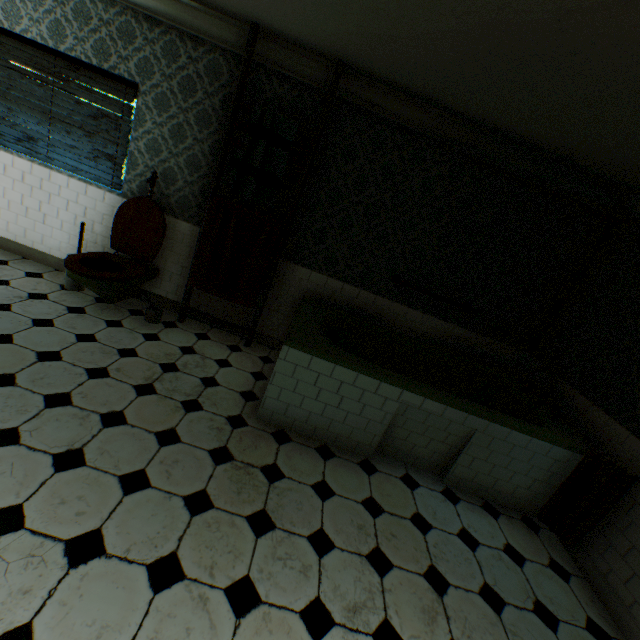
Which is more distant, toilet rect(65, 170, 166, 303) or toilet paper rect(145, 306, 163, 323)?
toilet paper rect(145, 306, 163, 323)

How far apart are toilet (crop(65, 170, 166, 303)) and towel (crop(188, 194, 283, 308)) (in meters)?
0.44

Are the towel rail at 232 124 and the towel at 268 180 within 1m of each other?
yes

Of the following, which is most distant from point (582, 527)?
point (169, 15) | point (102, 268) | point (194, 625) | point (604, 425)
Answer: point (169, 15)

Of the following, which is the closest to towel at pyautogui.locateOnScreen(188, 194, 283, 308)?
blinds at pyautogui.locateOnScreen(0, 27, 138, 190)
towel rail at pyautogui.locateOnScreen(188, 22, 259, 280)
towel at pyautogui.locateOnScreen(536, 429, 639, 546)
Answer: towel rail at pyautogui.locateOnScreen(188, 22, 259, 280)

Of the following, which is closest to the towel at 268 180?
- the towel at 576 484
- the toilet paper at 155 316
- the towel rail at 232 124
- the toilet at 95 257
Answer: the towel rail at 232 124

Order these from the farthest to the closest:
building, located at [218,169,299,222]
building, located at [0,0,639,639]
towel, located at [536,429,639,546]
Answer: building, located at [218,169,299,222]
towel, located at [536,429,639,546]
building, located at [0,0,639,639]

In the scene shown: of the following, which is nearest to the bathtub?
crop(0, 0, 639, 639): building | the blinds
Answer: crop(0, 0, 639, 639): building
